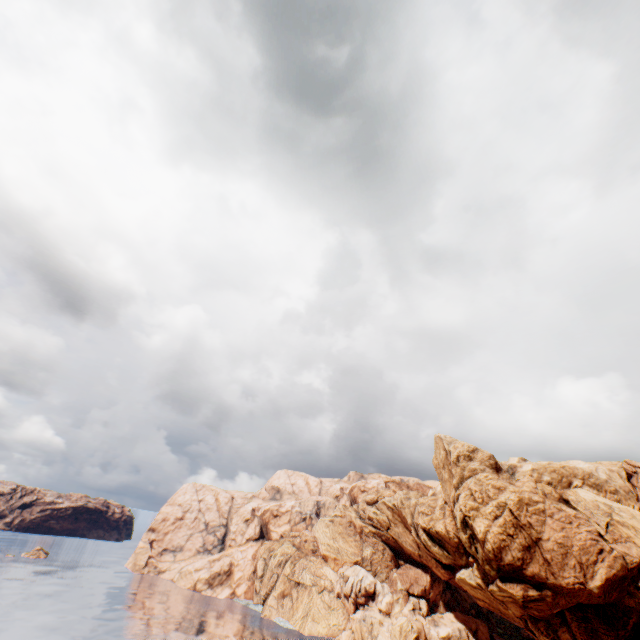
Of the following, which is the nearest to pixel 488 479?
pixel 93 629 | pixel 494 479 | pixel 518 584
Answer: pixel 494 479
